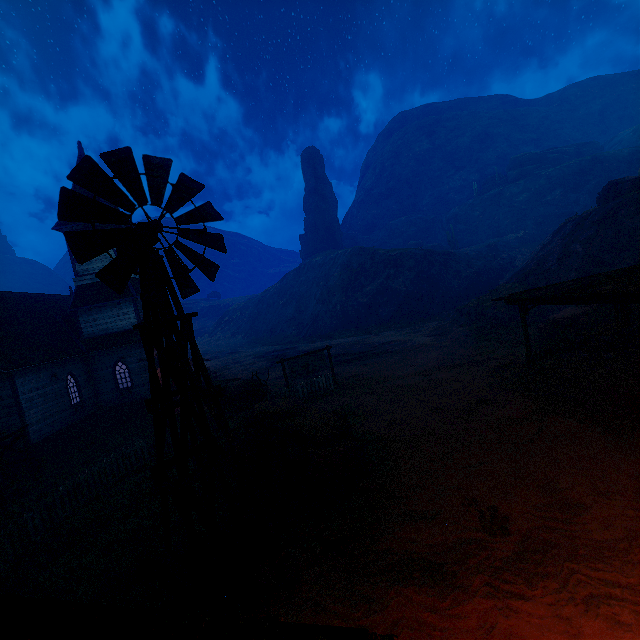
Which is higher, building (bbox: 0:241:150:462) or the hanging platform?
building (bbox: 0:241:150:462)

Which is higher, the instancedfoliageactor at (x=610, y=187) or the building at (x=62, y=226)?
the building at (x=62, y=226)

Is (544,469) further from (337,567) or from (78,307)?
(78,307)

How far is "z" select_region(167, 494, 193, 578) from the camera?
6.9m

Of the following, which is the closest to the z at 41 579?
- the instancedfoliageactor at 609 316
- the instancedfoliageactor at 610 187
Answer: the instancedfoliageactor at 609 316

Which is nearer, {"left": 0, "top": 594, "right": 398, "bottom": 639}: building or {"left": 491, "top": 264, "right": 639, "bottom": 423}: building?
{"left": 0, "top": 594, "right": 398, "bottom": 639}: building

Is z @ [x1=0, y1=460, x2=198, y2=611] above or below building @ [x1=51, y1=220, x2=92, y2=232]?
below

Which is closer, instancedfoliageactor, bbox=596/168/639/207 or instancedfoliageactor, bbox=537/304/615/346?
instancedfoliageactor, bbox=537/304/615/346
